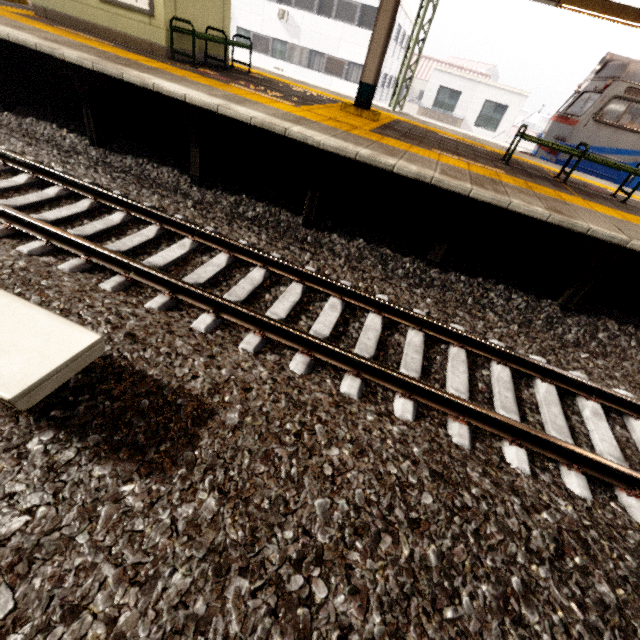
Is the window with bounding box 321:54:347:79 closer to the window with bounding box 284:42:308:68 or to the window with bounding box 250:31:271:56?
the window with bounding box 284:42:308:68

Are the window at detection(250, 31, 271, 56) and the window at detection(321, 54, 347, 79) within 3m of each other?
no

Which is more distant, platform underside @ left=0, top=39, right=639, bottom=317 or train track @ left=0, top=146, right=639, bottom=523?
platform underside @ left=0, top=39, right=639, bottom=317

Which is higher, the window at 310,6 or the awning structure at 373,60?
the window at 310,6

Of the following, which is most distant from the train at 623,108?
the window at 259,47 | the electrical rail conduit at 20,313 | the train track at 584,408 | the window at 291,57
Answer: the window at 259,47

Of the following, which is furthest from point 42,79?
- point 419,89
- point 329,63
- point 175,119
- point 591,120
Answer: point 419,89

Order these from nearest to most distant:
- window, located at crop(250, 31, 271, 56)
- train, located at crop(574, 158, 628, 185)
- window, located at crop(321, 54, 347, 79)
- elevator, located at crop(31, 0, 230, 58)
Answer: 1. elevator, located at crop(31, 0, 230, 58)
2. train, located at crop(574, 158, 628, 185)
3. window, located at crop(321, 54, 347, 79)
4. window, located at crop(250, 31, 271, 56)

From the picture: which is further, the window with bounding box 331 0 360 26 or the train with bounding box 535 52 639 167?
the window with bounding box 331 0 360 26
